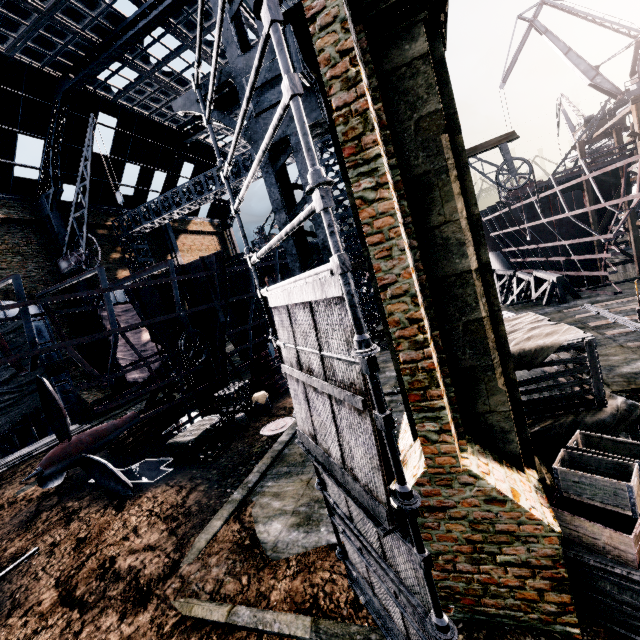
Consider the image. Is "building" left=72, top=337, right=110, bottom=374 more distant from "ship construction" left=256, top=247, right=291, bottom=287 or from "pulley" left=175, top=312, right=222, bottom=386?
"pulley" left=175, top=312, right=222, bottom=386

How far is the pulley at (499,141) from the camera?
13.7m

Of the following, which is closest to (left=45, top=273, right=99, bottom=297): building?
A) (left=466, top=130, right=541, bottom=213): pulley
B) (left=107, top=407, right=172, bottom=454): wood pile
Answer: (left=466, top=130, right=541, bottom=213): pulley

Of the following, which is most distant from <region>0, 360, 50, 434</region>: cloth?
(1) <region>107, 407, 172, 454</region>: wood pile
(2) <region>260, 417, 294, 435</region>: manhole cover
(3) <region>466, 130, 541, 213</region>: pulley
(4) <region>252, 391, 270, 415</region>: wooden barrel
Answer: (3) <region>466, 130, 541, 213</region>: pulley

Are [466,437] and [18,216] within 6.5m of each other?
no

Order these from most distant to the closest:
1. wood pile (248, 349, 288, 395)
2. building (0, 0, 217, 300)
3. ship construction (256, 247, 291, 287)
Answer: ship construction (256, 247, 291, 287) < wood pile (248, 349, 288, 395) < building (0, 0, 217, 300)

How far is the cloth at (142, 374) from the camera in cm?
2867

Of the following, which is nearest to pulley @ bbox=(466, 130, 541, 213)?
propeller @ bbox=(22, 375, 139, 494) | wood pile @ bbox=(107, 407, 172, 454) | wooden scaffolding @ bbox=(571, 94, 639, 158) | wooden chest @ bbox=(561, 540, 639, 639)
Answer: wooden scaffolding @ bbox=(571, 94, 639, 158)
